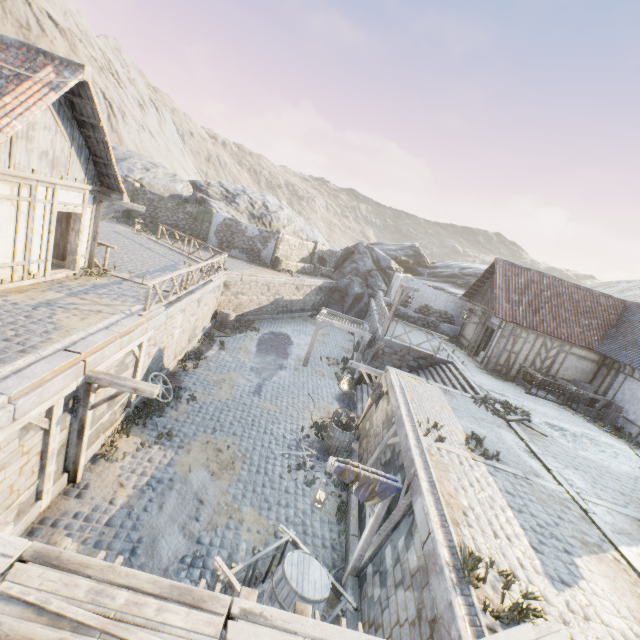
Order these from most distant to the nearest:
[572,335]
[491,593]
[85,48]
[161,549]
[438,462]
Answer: [85,48] → [572,335] → [438,462] → [161,549] → [491,593]

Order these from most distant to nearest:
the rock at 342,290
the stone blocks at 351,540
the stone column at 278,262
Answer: the rock at 342,290 < the stone column at 278,262 < the stone blocks at 351,540

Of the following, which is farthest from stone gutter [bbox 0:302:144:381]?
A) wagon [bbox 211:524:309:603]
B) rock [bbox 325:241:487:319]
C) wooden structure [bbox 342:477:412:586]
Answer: rock [bbox 325:241:487:319]

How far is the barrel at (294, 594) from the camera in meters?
5.1

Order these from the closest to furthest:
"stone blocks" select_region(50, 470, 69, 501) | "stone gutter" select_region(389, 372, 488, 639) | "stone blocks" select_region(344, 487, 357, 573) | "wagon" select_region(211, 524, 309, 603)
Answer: "stone gutter" select_region(389, 372, 488, 639) < "wagon" select_region(211, 524, 309, 603) < "stone blocks" select_region(50, 470, 69, 501) < "stone blocks" select_region(344, 487, 357, 573)

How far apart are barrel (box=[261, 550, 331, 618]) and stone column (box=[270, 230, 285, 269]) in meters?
23.3

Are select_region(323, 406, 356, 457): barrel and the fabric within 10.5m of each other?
yes

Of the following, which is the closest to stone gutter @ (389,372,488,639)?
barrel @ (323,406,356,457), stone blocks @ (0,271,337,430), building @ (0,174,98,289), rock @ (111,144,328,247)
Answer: stone blocks @ (0,271,337,430)
